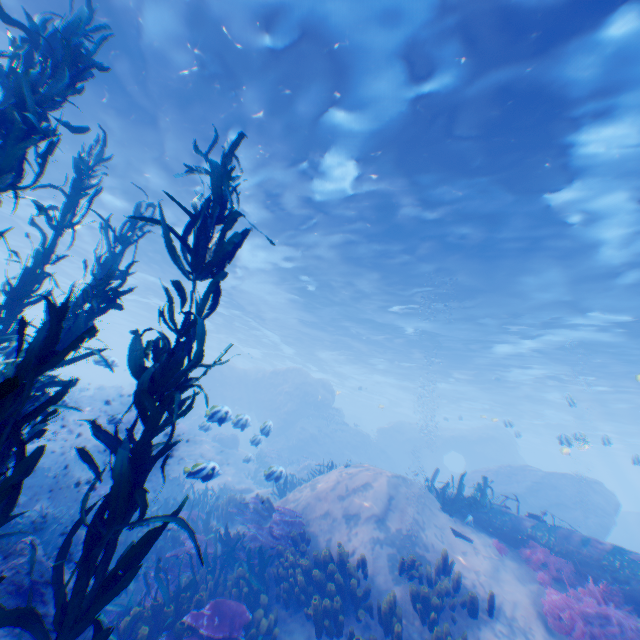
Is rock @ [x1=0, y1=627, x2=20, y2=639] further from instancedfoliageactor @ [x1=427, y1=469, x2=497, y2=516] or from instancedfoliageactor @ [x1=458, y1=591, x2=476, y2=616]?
instancedfoliageactor @ [x1=427, y1=469, x2=497, y2=516]

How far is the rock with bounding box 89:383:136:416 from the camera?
23.45m

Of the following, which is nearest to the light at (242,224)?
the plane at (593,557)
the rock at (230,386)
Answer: the rock at (230,386)

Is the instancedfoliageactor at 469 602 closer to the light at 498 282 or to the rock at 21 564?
the rock at 21 564

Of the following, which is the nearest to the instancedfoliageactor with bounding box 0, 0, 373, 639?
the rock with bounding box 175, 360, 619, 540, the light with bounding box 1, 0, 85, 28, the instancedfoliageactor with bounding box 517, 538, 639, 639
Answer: the rock with bounding box 175, 360, 619, 540

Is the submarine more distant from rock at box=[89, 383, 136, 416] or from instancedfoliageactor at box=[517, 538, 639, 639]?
instancedfoliageactor at box=[517, 538, 639, 639]

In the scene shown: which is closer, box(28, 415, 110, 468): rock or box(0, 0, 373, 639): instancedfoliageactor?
box(0, 0, 373, 639): instancedfoliageactor

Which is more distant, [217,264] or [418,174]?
[418,174]
